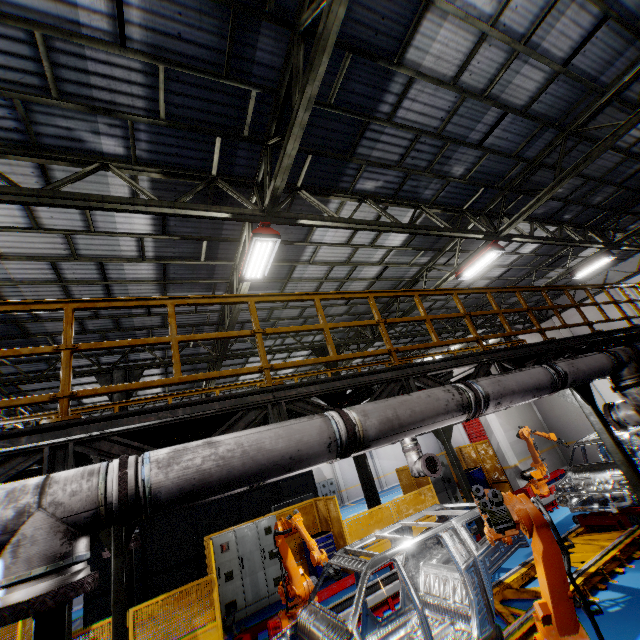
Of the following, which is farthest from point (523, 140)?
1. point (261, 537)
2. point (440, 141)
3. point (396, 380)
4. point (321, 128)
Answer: point (261, 537)

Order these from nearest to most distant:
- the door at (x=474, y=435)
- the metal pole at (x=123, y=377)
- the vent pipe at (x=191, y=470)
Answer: the vent pipe at (x=191, y=470)
the metal pole at (x=123, y=377)
the door at (x=474, y=435)

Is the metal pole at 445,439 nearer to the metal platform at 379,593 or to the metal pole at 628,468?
the metal platform at 379,593

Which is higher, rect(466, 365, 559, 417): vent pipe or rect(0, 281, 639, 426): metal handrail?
rect(0, 281, 639, 426): metal handrail

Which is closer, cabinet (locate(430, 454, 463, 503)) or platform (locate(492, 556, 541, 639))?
platform (locate(492, 556, 541, 639))

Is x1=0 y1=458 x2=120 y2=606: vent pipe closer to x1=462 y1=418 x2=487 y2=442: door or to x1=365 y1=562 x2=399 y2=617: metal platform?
x1=365 y1=562 x2=399 y2=617: metal platform

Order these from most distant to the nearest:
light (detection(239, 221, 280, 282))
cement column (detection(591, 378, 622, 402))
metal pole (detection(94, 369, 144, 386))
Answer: cement column (detection(591, 378, 622, 402)) < metal pole (detection(94, 369, 144, 386)) < light (detection(239, 221, 280, 282))

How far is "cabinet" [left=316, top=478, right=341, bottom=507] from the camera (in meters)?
25.55
